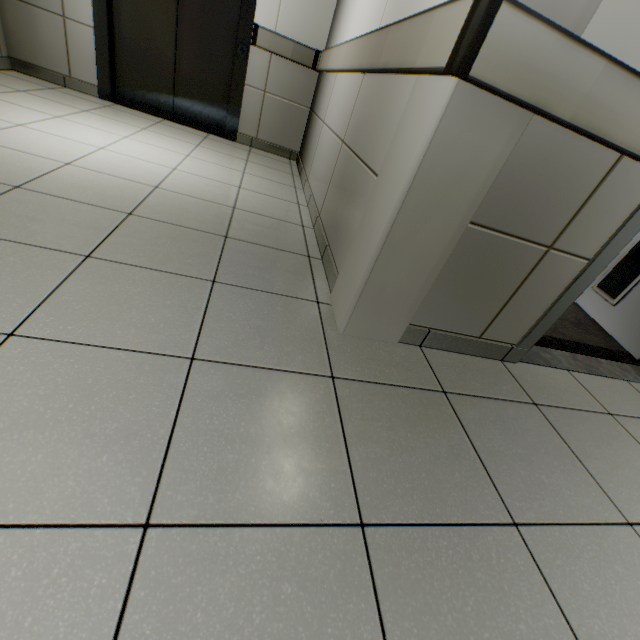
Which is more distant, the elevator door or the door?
the elevator door

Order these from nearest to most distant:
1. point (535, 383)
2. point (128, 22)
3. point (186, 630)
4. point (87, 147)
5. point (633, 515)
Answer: point (186, 630)
point (633, 515)
point (535, 383)
point (87, 147)
point (128, 22)

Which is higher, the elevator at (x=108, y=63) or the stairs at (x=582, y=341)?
the elevator at (x=108, y=63)

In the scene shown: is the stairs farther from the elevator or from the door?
the elevator

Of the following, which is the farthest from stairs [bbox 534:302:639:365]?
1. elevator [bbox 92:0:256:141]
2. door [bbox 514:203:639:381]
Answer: elevator [bbox 92:0:256:141]

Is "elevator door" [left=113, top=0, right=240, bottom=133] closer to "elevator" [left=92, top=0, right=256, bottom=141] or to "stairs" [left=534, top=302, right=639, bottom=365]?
"elevator" [left=92, top=0, right=256, bottom=141]

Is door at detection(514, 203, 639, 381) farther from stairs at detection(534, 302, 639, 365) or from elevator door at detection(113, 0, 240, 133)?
elevator door at detection(113, 0, 240, 133)

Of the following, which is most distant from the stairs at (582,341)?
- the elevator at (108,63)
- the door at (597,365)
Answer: the elevator at (108,63)
